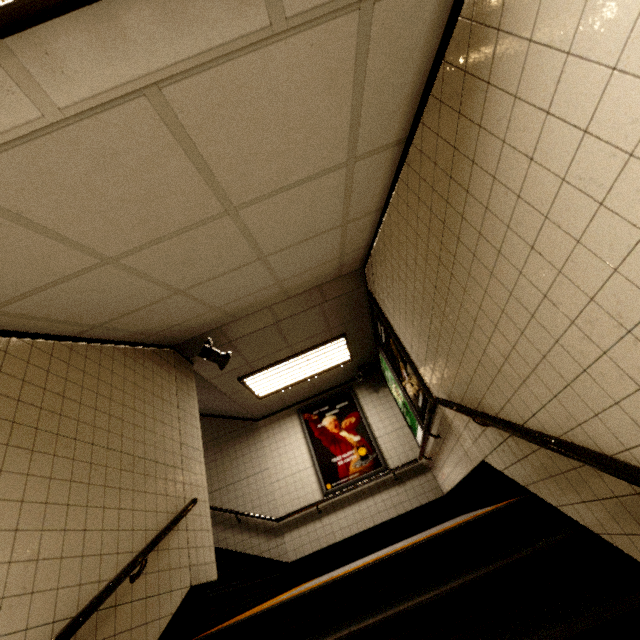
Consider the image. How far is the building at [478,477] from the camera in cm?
438

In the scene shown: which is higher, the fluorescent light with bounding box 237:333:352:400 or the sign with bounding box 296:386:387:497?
the fluorescent light with bounding box 237:333:352:400

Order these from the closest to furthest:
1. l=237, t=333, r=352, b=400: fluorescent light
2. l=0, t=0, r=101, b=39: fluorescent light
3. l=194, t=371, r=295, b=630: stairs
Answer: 1. l=0, t=0, r=101, b=39: fluorescent light
2. l=194, t=371, r=295, b=630: stairs
3. l=237, t=333, r=352, b=400: fluorescent light

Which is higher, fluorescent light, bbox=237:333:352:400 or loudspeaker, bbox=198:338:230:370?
fluorescent light, bbox=237:333:352:400

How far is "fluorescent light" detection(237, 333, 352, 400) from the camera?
5.5 meters

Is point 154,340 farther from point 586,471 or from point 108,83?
point 586,471

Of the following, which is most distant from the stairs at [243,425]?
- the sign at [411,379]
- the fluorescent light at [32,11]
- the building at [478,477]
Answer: the fluorescent light at [32,11]

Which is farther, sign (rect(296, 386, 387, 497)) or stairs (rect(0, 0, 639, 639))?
sign (rect(296, 386, 387, 497))
